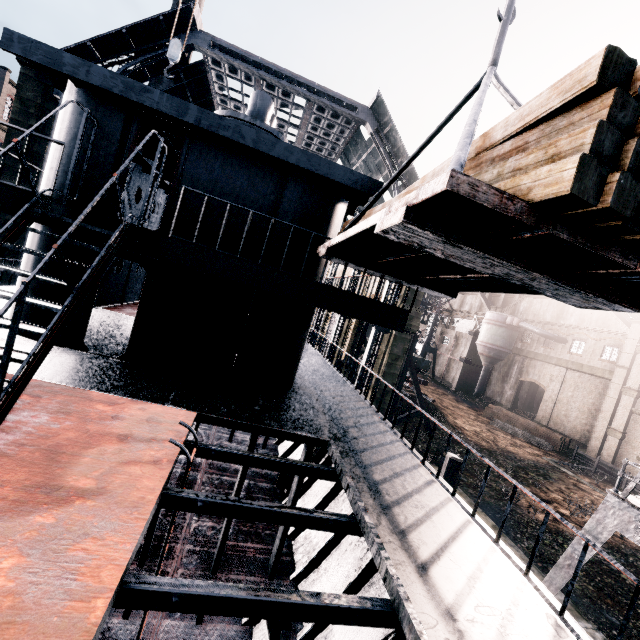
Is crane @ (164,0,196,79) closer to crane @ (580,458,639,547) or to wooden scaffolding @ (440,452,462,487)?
wooden scaffolding @ (440,452,462,487)

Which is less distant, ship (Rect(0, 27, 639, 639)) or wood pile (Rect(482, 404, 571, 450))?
ship (Rect(0, 27, 639, 639))

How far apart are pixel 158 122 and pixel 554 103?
7.9 meters

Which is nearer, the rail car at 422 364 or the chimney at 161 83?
the rail car at 422 364

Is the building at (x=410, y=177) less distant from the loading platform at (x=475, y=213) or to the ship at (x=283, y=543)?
the ship at (x=283, y=543)

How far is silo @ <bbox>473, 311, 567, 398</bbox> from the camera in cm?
4188

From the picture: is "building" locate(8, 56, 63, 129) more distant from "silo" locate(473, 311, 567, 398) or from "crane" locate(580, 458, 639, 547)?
"crane" locate(580, 458, 639, 547)

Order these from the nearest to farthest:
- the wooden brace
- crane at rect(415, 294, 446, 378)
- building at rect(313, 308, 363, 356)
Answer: the wooden brace < building at rect(313, 308, 363, 356) < crane at rect(415, 294, 446, 378)
